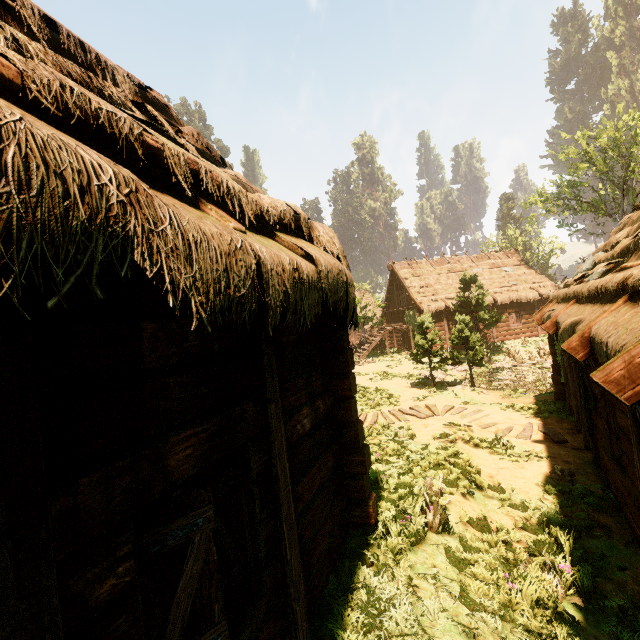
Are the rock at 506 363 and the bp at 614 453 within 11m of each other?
no

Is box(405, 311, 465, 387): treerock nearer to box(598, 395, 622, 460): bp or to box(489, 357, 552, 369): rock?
box(489, 357, 552, 369): rock

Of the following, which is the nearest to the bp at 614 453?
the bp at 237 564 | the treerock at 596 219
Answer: the bp at 237 564

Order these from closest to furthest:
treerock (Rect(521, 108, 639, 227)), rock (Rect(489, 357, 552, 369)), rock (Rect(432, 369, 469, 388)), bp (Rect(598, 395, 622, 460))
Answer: bp (Rect(598, 395, 622, 460)) → rock (Rect(432, 369, 469, 388)) → rock (Rect(489, 357, 552, 369)) → treerock (Rect(521, 108, 639, 227))

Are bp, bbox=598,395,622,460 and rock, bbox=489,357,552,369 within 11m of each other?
no

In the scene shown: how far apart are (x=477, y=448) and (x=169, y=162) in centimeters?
962cm

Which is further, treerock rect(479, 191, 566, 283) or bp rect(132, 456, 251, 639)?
treerock rect(479, 191, 566, 283)

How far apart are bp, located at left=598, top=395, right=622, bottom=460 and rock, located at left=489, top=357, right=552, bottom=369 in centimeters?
1608cm
